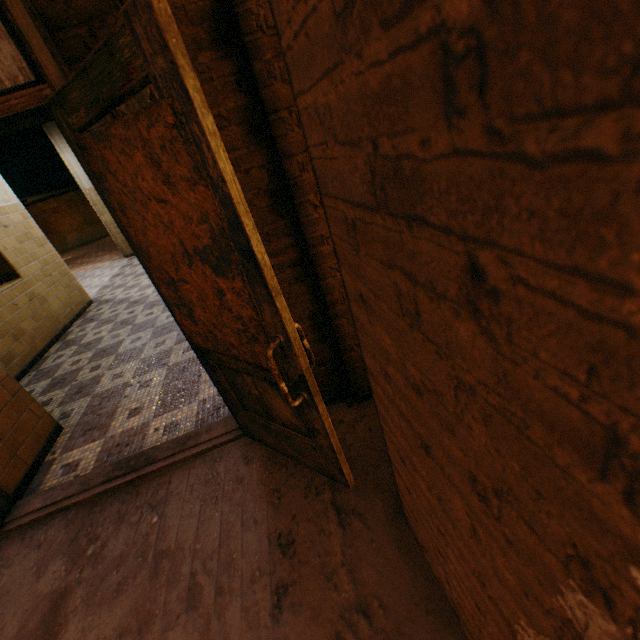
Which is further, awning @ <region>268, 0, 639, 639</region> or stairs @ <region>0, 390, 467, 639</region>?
stairs @ <region>0, 390, 467, 639</region>

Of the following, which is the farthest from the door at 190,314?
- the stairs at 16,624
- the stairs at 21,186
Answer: the stairs at 21,186

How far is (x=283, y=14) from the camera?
0.5 meters

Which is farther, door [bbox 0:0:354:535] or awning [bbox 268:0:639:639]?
door [bbox 0:0:354:535]

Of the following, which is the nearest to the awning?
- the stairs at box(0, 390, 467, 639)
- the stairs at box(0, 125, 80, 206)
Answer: the stairs at box(0, 390, 467, 639)

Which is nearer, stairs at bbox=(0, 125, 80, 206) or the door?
the door

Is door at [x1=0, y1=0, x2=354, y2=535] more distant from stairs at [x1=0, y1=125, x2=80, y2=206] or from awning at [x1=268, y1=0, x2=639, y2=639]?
stairs at [x1=0, y1=125, x2=80, y2=206]

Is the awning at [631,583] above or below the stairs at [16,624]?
above
